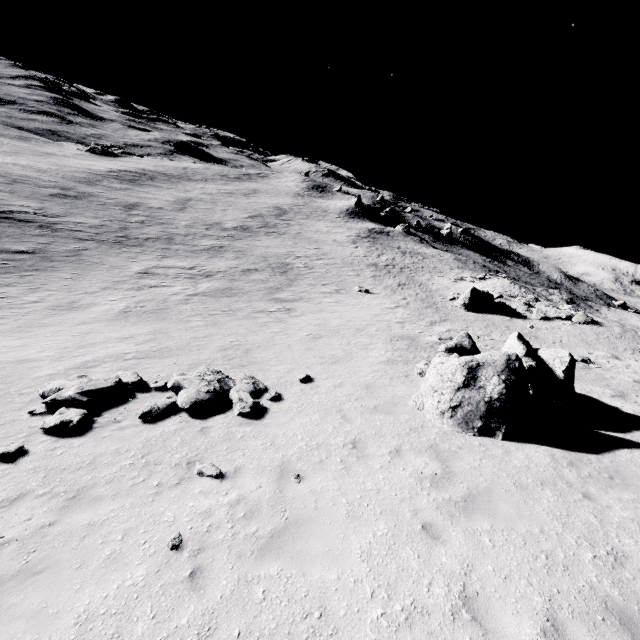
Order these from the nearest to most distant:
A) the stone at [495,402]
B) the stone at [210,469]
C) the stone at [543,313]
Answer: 1. the stone at [210,469]
2. the stone at [495,402]
3. the stone at [543,313]

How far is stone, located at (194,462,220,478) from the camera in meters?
7.2 m

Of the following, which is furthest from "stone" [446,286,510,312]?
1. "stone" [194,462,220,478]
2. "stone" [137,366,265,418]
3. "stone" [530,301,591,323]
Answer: "stone" [194,462,220,478]

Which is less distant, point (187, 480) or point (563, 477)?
point (187, 480)

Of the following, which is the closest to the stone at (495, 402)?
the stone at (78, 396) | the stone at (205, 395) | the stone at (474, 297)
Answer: the stone at (205, 395)

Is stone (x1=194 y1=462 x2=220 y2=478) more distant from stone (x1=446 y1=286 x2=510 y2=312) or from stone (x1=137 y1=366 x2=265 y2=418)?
stone (x1=446 y1=286 x2=510 y2=312)

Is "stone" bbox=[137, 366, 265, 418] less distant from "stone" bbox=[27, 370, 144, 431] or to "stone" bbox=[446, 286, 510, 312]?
→ "stone" bbox=[27, 370, 144, 431]

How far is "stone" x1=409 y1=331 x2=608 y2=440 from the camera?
9.7 meters
